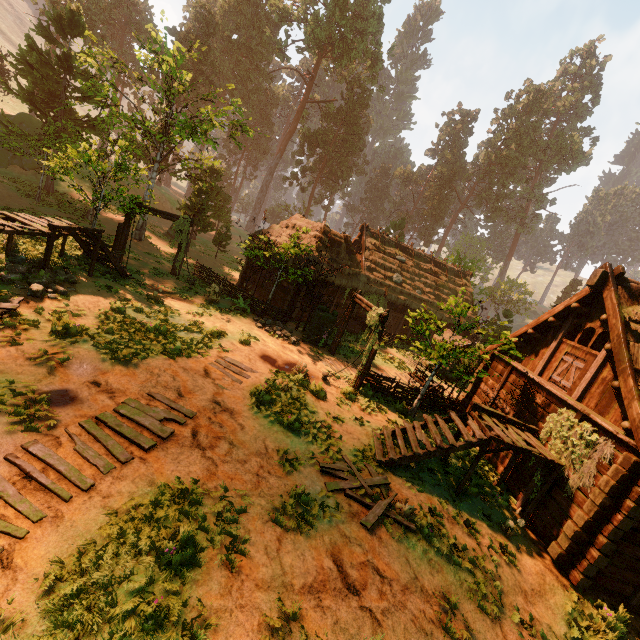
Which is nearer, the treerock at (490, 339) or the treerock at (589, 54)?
the treerock at (490, 339)

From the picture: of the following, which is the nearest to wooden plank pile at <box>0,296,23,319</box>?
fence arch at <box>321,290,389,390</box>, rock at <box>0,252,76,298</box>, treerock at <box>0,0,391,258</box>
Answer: rock at <box>0,252,76,298</box>

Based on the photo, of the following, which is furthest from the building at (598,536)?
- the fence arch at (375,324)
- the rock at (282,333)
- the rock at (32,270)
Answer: the fence arch at (375,324)

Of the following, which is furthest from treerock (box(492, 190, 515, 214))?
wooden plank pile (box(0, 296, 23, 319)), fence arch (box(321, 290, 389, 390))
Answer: wooden plank pile (box(0, 296, 23, 319))

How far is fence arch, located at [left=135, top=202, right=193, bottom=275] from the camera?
17.2 meters

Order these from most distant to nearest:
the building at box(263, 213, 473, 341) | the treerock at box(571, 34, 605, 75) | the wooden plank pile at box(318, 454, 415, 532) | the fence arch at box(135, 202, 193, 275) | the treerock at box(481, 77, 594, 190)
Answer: the treerock at box(571, 34, 605, 75)
the treerock at box(481, 77, 594, 190)
the building at box(263, 213, 473, 341)
the fence arch at box(135, 202, 193, 275)
the wooden plank pile at box(318, 454, 415, 532)

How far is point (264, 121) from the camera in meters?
56.7

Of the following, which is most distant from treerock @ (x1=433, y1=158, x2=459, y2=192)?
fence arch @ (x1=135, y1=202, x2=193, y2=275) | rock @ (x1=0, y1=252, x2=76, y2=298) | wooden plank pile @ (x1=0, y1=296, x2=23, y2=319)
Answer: wooden plank pile @ (x1=0, y1=296, x2=23, y2=319)
